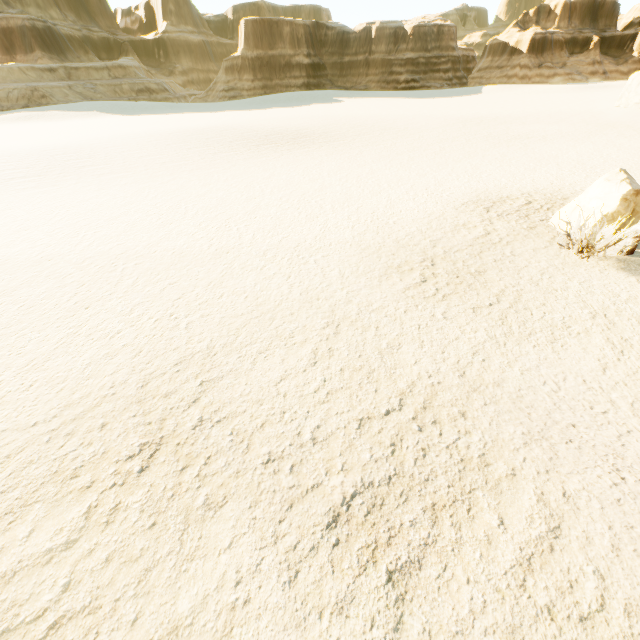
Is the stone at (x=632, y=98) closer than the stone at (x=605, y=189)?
No

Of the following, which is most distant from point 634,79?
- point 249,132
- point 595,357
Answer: point 595,357

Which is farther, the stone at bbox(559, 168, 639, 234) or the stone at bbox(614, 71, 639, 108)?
the stone at bbox(614, 71, 639, 108)
